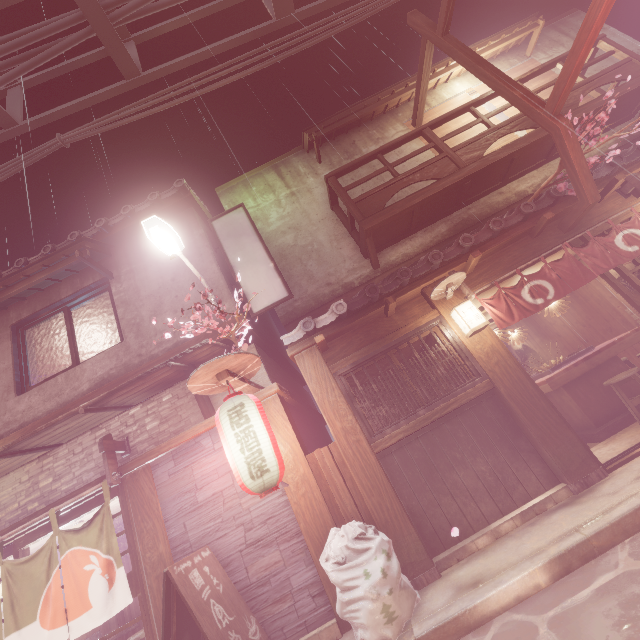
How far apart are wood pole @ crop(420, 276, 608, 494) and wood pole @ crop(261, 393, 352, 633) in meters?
5.0 m

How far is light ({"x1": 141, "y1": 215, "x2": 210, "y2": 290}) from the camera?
8.1m

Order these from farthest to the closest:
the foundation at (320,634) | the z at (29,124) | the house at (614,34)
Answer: the house at (614,34)
the z at (29,124)
the foundation at (320,634)

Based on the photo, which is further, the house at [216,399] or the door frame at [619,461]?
the house at [216,399]

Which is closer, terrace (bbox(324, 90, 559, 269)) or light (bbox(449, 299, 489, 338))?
light (bbox(449, 299, 489, 338))

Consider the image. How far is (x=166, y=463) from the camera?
8.5m

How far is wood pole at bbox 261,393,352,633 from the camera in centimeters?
705cm

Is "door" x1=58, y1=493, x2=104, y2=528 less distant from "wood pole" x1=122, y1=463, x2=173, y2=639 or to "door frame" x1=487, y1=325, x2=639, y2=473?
"wood pole" x1=122, y1=463, x2=173, y2=639
